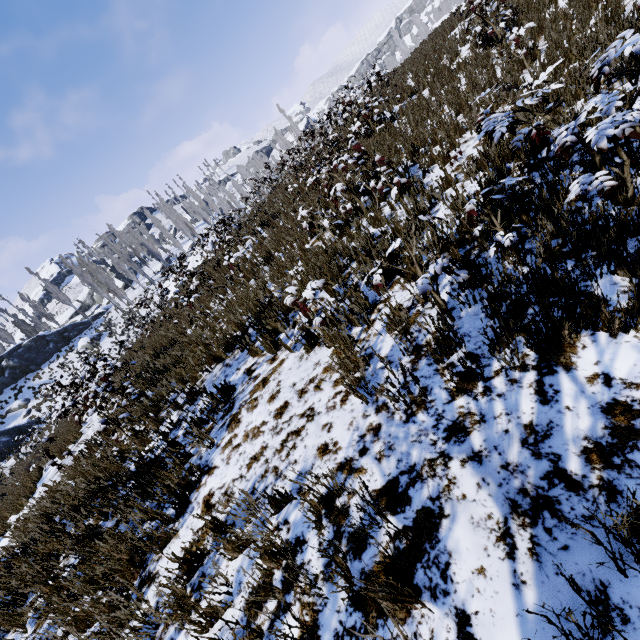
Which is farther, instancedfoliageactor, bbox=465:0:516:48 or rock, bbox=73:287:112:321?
rock, bbox=73:287:112:321

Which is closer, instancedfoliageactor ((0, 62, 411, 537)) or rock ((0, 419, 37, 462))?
instancedfoliageactor ((0, 62, 411, 537))

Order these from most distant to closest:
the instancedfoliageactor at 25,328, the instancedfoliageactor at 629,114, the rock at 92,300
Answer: the rock at 92,300
the instancedfoliageactor at 25,328
the instancedfoliageactor at 629,114

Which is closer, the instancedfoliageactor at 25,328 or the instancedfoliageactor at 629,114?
the instancedfoliageactor at 629,114

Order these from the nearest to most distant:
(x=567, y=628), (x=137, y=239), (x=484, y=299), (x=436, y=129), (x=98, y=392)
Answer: (x=567, y=628) → (x=484, y=299) → (x=436, y=129) → (x=98, y=392) → (x=137, y=239)

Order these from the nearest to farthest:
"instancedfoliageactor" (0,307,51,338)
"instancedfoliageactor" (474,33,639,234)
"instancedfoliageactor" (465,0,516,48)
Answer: "instancedfoliageactor" (474,33,639,234)
"instancedfoliageactor" (465,0,516,48)
"instancedfoliageactor" (0,307,51,338)

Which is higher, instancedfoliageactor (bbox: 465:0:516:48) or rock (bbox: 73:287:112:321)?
rock (bbox: 73:287:112:321)

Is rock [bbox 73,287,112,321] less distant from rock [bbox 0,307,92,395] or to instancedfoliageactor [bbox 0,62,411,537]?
instancedfoliageactor [bbox 0,62,411,537]
